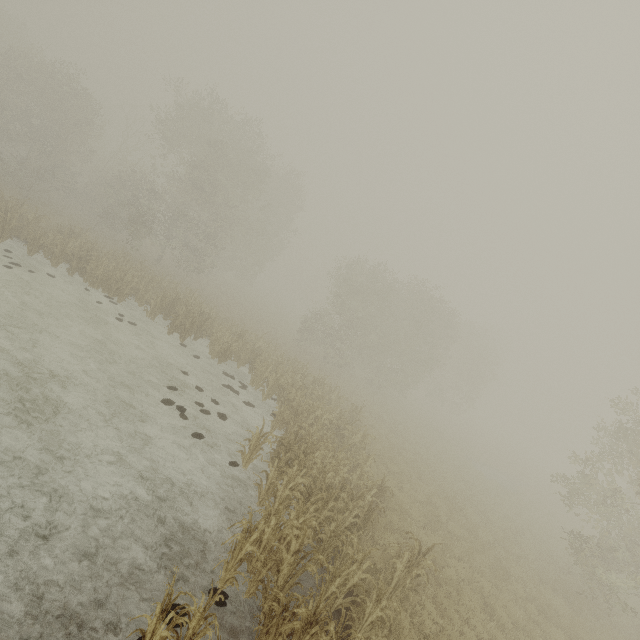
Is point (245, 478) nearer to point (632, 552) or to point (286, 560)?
point (286, 560)
